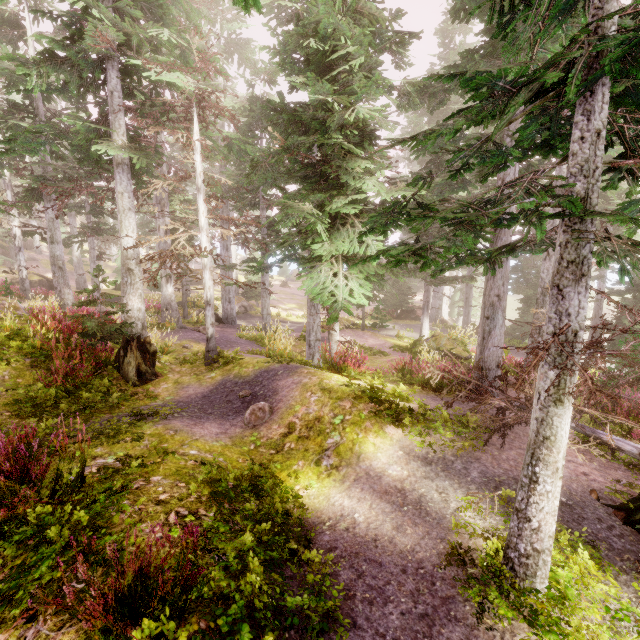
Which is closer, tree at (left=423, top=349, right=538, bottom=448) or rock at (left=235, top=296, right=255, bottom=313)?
tree at (left=423, top=349, right=538, bottom=448)

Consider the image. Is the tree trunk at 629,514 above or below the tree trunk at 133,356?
below

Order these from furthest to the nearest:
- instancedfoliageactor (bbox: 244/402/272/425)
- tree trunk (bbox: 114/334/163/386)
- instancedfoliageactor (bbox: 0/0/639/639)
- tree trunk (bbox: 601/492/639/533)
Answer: tree trunk (bbox: 114/334/163/386)
instancedfoliageactor (bbox: 244/402/272/425)
tree trunk (bbox: 601/492/639/533)
instancedfoliageactor (bbox: 0/0/639/639)

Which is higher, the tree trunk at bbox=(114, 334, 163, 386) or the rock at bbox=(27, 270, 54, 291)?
the rock at bbox=(27, 270, 54, 291)

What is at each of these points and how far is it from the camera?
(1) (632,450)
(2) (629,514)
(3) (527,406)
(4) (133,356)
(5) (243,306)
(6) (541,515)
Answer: (1) tree, 5.2m
(2) tree trunk, 4.5m
(3) tree, 5.9m
(4) tree trunk, 9.4m
(5) rock, 33.0m
(6) instancedfoliageactor, 3.2m

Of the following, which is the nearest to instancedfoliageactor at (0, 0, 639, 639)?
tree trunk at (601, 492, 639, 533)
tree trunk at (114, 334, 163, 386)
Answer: tree trunk at (114, 334, 163, 386)

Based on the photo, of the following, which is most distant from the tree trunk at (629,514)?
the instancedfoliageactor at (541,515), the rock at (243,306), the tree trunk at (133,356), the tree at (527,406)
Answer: the rock at (243,306)

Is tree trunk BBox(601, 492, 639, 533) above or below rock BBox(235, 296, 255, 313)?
above
